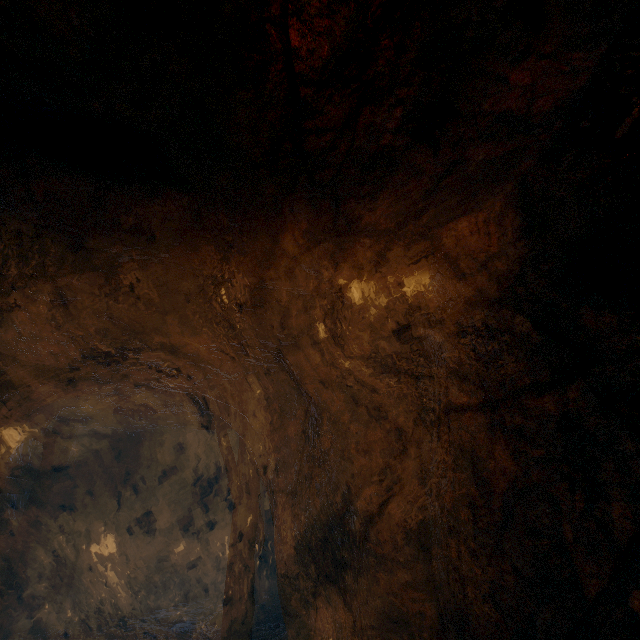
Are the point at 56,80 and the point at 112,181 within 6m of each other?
yes
